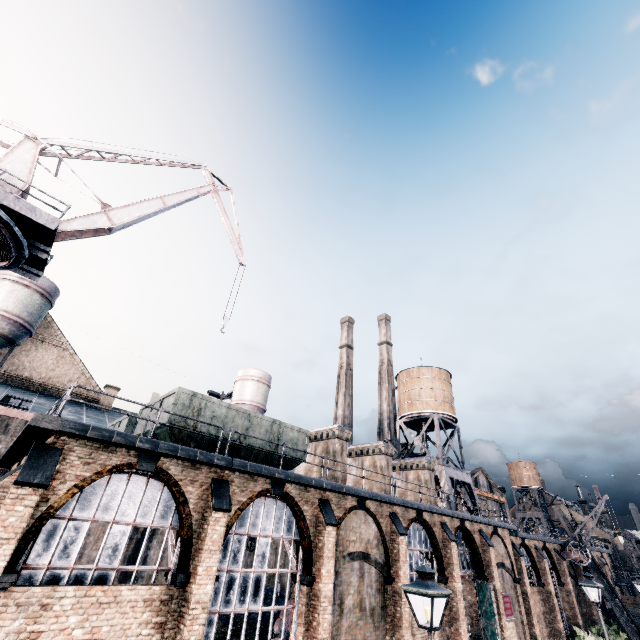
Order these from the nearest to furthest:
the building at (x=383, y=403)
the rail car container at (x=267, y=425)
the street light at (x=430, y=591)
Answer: the street light at (x=430, y=591) → the rail car container at (x=267, y=425) → the building at (x=383, y=403)

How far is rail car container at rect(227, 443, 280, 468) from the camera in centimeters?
1559cm

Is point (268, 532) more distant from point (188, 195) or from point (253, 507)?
point (188, 195)

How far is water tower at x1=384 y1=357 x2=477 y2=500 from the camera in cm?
3450

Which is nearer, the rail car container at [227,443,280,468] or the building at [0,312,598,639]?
the building at [0,312,598,639]

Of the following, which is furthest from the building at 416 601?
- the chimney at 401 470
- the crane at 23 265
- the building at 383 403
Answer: the crane at 23 265

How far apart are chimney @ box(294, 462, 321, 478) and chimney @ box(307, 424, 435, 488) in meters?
3.8 m

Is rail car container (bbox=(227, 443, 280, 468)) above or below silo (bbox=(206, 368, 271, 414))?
below
